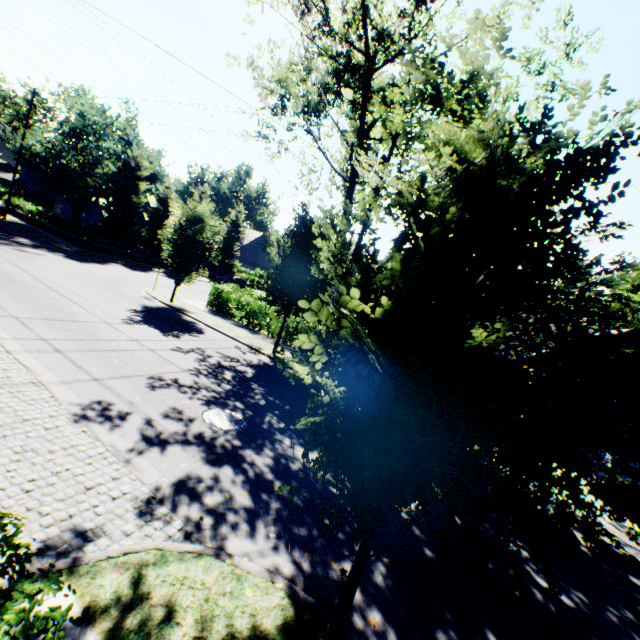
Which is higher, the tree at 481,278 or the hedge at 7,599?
the tree at 481,278

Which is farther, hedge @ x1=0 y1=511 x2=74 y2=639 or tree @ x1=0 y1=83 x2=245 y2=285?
tree @ x1=0 y1=83 x2=245 y2=285

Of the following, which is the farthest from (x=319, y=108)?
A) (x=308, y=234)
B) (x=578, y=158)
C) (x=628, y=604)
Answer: (x=628, y=604)

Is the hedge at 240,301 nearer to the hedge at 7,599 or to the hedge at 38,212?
the hedge at 7,599

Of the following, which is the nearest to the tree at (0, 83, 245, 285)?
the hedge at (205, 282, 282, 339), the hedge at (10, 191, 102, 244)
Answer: the hedge at (10, 191, 102, 244)

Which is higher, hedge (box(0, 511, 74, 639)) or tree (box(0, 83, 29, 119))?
tree (box(0, 83, 29, 119))

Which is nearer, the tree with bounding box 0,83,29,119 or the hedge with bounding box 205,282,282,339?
the hedge with bounding box 205,282,282,339

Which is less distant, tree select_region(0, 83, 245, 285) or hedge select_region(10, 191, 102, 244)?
tree select_region(0, 83, 245, 285)
